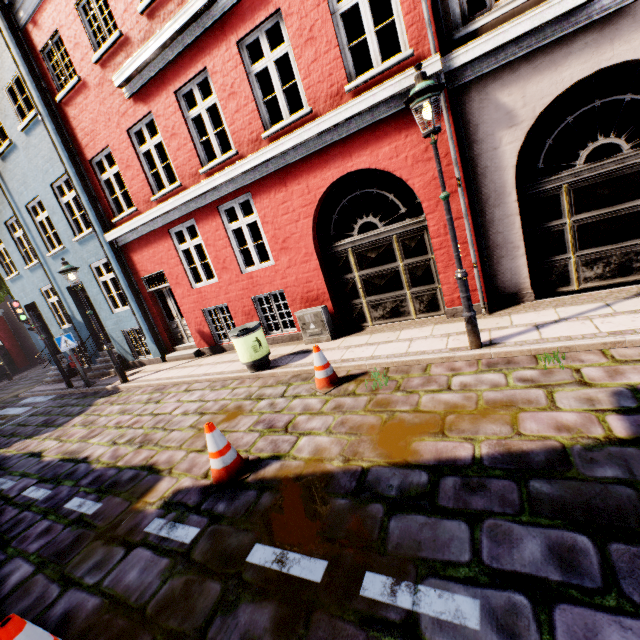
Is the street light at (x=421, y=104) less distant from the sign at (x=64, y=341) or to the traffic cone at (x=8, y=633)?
the traffic cone at (x=8, y=633)

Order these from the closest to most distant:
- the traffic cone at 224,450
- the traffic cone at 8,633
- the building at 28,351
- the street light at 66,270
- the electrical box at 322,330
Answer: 1. the traffic cone at 8,633
2. the traffic cone at 224,450
3. the electrical box at 322,330
4. the street light at 66,270
5. the building at 28,351

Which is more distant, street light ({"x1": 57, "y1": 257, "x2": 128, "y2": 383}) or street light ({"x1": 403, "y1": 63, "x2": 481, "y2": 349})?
street light ({"x1": 57, "y1": 257, "x2": 128, "y2": 383})

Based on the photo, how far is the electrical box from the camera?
7.47m

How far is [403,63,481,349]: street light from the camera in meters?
4.1

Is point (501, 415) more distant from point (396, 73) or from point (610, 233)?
point (396, 73)

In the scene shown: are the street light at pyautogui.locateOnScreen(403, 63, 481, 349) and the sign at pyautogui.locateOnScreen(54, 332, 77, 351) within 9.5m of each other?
no

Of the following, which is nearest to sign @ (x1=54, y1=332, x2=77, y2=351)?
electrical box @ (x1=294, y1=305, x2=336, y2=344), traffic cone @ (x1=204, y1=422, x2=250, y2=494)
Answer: electrical box @ (x1=294, y1=305, x2=336, y2=344)
